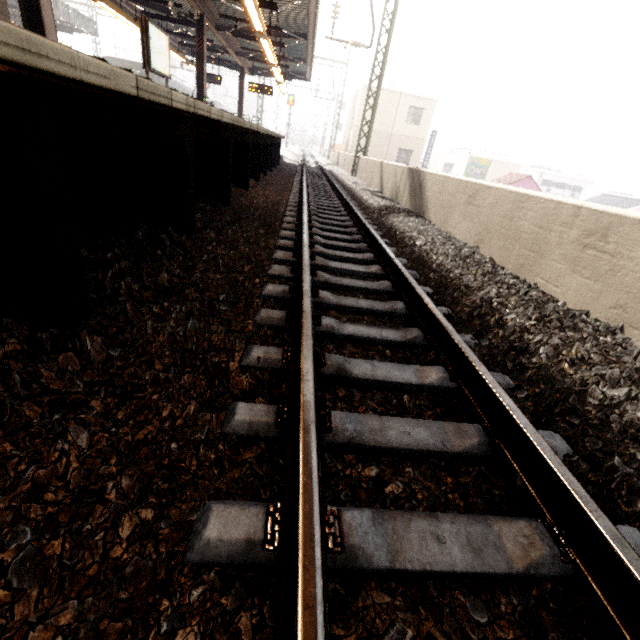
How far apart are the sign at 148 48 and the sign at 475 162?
32.4m

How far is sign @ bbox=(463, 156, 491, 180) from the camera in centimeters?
3384cm

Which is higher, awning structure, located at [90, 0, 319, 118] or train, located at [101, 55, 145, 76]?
train, located at [101, 55, 145, 76]

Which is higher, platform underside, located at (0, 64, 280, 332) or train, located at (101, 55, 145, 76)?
train, located at (101, 55, 145, 76)

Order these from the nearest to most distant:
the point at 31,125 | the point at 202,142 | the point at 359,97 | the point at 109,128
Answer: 1. the point at 31,125
2. the point at 109,128
3. the point at 202,142
4. the point at 359,97

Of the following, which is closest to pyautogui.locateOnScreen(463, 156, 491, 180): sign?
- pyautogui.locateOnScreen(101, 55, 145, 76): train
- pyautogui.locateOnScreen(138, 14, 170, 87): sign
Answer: pyautogui.locateOnScreen(101, 55, 145, 76): train

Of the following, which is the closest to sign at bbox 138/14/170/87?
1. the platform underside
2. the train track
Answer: the platform underside

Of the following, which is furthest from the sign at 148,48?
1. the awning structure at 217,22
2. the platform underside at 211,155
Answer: the platform underside at 211,155
